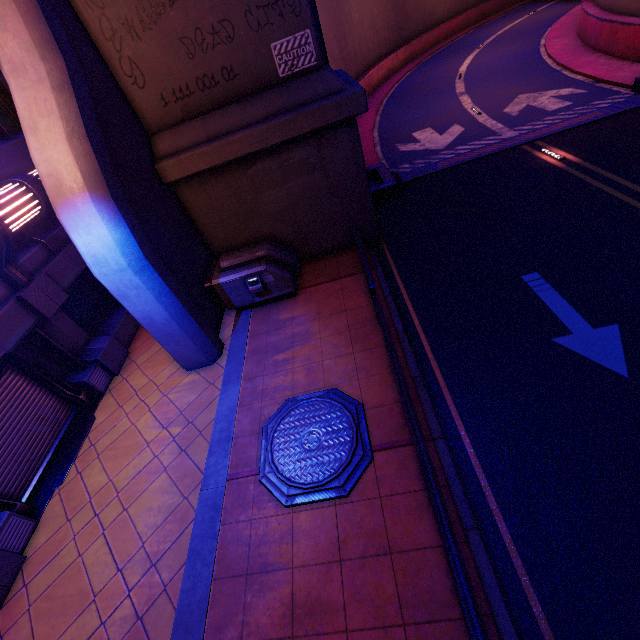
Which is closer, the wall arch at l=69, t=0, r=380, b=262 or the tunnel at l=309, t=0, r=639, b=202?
the wall arch at l=69, t=0, r=380, b=262

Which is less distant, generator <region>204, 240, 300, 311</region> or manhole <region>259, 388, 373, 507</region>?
manhole <region>259, 388, 373, 507</region>

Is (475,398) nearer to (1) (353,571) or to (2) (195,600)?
Answer: (1) (353,571)

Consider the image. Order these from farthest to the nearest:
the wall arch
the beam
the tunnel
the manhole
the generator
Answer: the tunnel
the generator
the wall arch
the manhole
the beam

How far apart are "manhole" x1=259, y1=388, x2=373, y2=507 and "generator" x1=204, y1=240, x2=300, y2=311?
3.2 meters

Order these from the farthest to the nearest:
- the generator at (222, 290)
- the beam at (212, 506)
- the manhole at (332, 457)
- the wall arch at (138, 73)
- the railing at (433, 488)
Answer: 1. the generator at (222, 290)
2. the wall arch at (138, 73)
3. the manhole at (332, 457)
4. the beam at (212, 506)
5. the railing at (433, 488)

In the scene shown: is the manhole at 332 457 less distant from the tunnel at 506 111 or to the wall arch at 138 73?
the wall arch at 138 73

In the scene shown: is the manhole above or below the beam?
above
